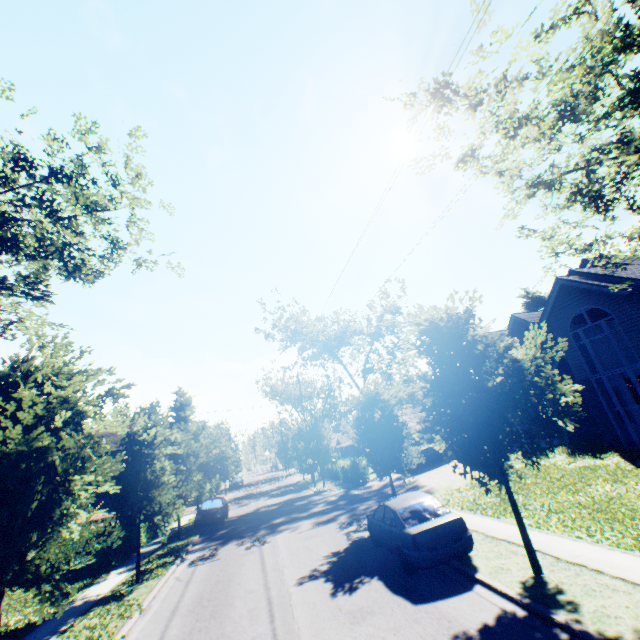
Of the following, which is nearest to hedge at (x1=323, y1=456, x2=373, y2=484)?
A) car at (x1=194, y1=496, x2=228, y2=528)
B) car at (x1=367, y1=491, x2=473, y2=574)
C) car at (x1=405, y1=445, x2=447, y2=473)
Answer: car at (x1=405, y1=445, x2=447, y2=473)

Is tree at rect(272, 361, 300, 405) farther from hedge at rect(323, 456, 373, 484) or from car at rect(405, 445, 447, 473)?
car at rect(405, 445, 447, 473)

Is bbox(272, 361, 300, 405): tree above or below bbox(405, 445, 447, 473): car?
above

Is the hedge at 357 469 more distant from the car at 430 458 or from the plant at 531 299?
the plant at 531 299

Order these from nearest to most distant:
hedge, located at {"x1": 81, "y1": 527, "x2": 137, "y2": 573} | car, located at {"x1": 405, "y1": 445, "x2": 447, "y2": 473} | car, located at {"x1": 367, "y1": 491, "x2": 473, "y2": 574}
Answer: car, located at {"x1": 367, "y1": 491, "x2": 473, "y2": 574}, hedge, located at {"x1": 81, "y1": 527, "x2": 137, "y2": 573}, car, located at {"x1": 405, "y1": 445, "x2": 447, "y2": 473}

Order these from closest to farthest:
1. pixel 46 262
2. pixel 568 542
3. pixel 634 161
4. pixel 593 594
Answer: pixel 593 594 → pixel 568 542 → pixel 634 161 → pixel 46 262

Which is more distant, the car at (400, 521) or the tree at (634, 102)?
the car at (400, 521)

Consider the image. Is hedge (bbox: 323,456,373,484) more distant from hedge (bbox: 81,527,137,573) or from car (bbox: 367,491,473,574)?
car (bbox: 367,491,473,574)
